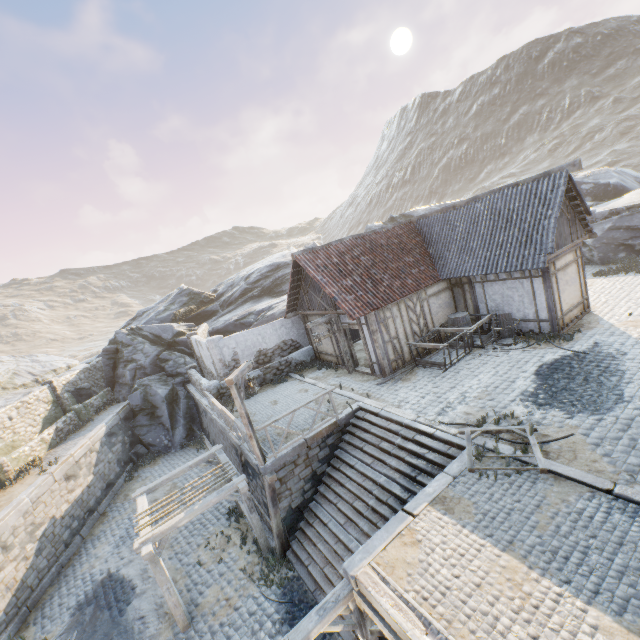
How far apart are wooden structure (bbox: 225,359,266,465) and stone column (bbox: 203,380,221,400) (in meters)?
6.14

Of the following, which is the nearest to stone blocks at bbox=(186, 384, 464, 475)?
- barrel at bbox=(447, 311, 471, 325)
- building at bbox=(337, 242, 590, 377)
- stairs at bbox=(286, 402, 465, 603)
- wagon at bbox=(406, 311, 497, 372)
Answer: stairs at bbox=(286, 402, 465, 603)

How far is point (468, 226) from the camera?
14.4m

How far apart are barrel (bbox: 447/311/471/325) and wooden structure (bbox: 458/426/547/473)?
6.7 meters

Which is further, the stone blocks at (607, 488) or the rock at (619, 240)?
the rock at (619, 240)

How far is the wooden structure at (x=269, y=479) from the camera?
10.0m

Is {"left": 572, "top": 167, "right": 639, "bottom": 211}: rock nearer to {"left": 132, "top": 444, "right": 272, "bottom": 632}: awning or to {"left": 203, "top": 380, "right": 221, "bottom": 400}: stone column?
{"left": 203, "top": 380, "right": 221, "bottom": 400}: stone column

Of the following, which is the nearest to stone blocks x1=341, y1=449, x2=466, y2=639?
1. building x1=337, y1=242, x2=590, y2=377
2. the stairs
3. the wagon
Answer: the stairs
